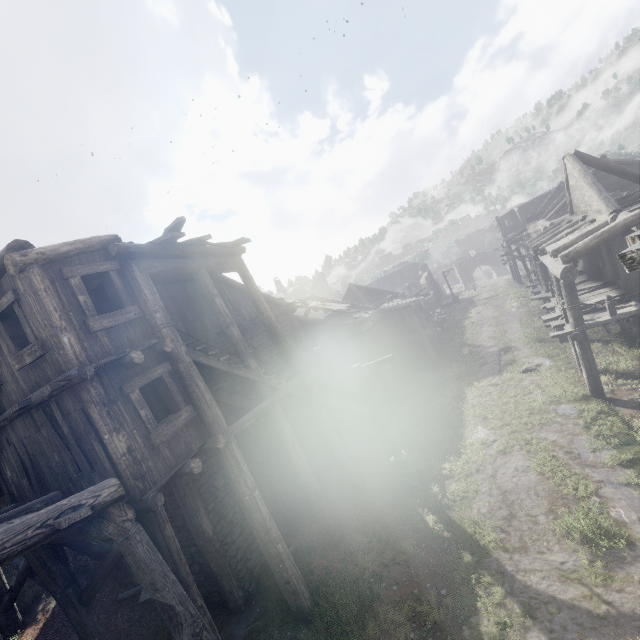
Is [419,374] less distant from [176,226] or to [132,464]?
[176,226]

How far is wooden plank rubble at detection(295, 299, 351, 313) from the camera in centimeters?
2120cm

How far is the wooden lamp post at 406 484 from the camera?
11.0 meters

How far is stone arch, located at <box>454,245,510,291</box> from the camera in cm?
5747

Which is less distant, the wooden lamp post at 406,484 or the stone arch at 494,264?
the wooden lamp post at 406,484

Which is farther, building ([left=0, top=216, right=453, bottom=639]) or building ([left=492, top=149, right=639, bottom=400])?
building ([left=492, top=149, right=639, bottom=400])

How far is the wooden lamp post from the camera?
11.0 meters

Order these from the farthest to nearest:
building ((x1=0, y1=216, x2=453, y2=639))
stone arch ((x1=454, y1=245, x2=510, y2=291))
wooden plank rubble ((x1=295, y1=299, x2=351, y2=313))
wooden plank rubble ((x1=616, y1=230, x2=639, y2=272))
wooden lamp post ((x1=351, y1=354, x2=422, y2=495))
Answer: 1. stone arch ((x1=454, y1=245, x2=510, y2=291))
2. wooden plank rubble ((x1=295, y1=299, x2=351, y2=313))
3. wooden lamp post ((x1=351, y1=354, x2=422, y2=495))
4. building ((x1=0, y1=216, x2=453, y2=639))
5. wooden plank rubble ((x1=616, y1=230, x2=639, y2=272))
